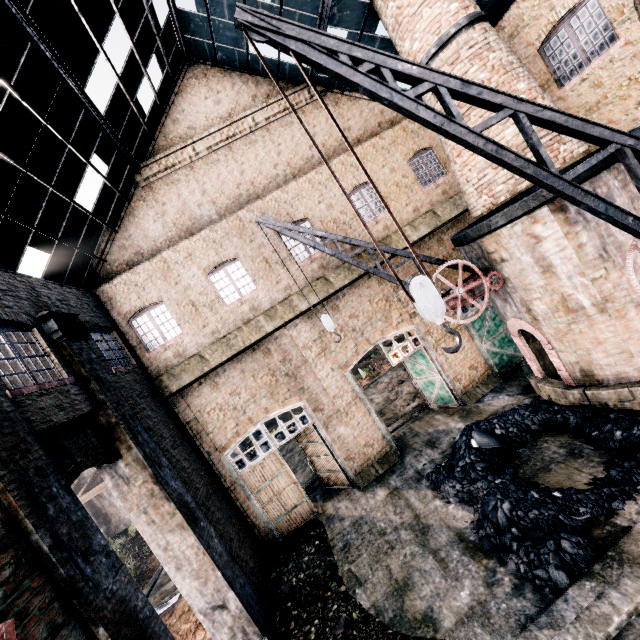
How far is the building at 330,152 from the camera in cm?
1531

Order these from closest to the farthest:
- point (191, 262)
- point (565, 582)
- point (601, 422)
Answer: point (565, 582) → point (601, 422) → point (191, 262)

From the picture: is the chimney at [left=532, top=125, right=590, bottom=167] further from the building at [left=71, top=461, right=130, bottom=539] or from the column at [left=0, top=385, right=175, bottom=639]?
the building at [left=71, top=461, right=130, bottom=539]

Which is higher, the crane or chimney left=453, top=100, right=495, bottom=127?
chimney left=453, top=100, right=495, bottom=127

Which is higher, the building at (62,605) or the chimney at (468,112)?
the chimney at (468,112)

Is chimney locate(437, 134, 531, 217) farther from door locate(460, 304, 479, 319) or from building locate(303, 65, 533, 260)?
door locate(460, 304, 479, 319)

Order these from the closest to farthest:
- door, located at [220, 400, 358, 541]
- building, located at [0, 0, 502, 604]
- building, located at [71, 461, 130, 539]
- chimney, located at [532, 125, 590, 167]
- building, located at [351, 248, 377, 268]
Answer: building, located at [0, 0, 502, 604], chimney, located at [532, 125, 590, 167], door, located at [220, 400, 358, 541], building, located at [351, 248, 377, 268], building, located at [71, 461, 130, 539]

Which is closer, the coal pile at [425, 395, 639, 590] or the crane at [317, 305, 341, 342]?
the coal pile at [425, 395, 639, 590]
